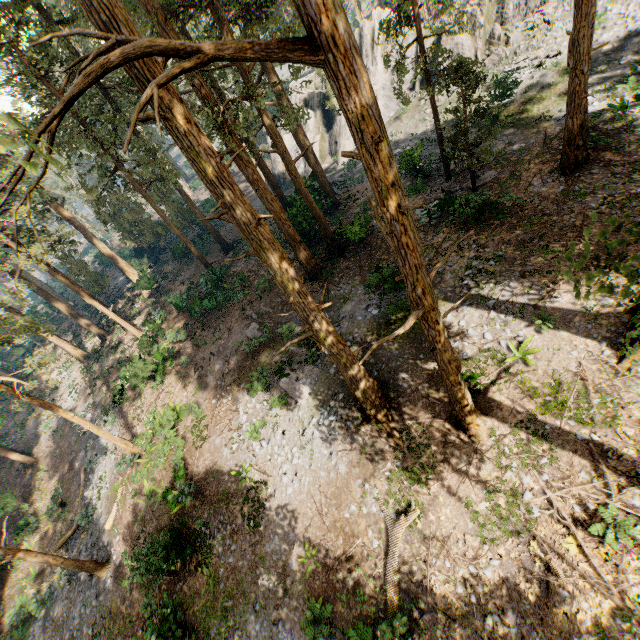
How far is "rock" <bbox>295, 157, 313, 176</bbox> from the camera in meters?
37.4

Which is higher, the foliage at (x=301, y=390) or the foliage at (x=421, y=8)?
the foliage at (x=421, y=8)

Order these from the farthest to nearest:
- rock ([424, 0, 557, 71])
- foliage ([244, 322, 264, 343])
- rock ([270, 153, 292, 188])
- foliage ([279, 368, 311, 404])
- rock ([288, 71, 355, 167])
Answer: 1. rock ([270, 153, 292, 188])
2. rock ([288, 71, 355, 167])
3. rock ([424, 0, 557, 71])
4. foliage ([244, 322, 264, 343])
5. foliage ([279, 368, 311, 404])

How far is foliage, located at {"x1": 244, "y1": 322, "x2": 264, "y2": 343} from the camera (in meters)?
19.08

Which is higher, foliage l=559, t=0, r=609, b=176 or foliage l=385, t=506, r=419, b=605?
foliage l=559, t=0, r=609, b=176

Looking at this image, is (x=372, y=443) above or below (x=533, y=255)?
below

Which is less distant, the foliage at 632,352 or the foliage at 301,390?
the foliage at 632,352
